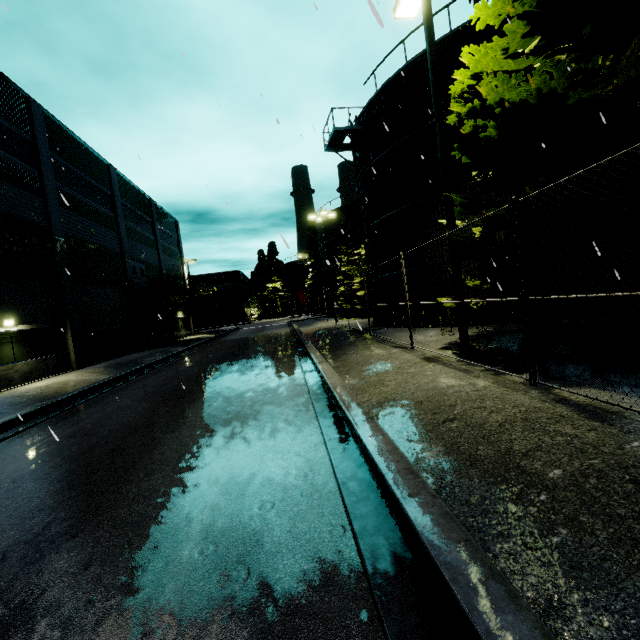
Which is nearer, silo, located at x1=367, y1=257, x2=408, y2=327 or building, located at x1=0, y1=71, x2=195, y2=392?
building, located at x1=0, y1=71, x2=195, y2=392

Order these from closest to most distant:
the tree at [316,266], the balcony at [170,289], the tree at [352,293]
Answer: the balcony at [170,289] < the tree at [352,293] < the tree at [316,266]

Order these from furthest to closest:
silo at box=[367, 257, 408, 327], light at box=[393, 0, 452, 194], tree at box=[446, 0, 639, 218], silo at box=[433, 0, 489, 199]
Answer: silo at box=[367, 257, 408, 327], silo at box=[433, 0, 489, 199], light at box=[393, 0, 452, 194], tree at box=[446, 0, 639, 218]

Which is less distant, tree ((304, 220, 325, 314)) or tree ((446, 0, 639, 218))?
tree ((446, 0, 639, 218))

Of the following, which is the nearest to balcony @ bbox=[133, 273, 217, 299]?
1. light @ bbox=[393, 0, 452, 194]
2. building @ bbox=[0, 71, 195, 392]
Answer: building @ bbox=[0, 71, 195, 392]

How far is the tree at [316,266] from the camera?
48.2m

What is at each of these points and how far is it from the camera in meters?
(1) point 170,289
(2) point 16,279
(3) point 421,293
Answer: (1) balcony, 30.3
(2) building, 15.0
(3) silo, 15.8

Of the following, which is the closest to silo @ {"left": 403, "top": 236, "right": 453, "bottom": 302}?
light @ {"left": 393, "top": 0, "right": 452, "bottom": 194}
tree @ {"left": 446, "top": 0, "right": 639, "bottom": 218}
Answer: tree @ {"left": 446, "top": 0, "right": 639, "bottom": 218}
